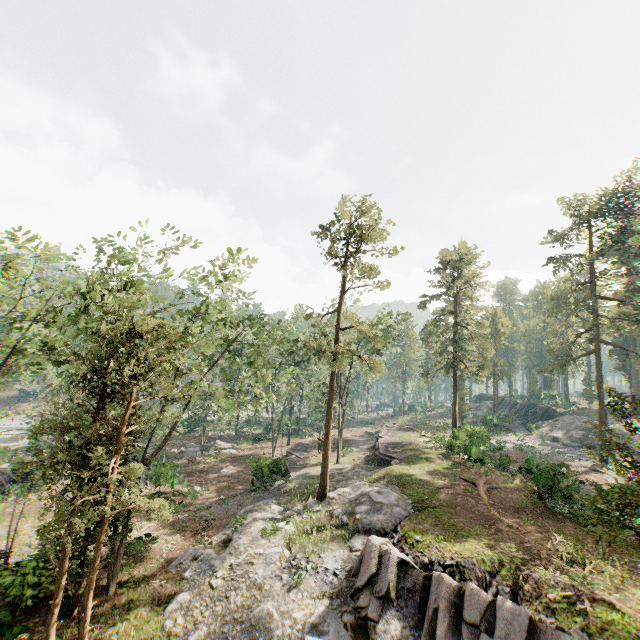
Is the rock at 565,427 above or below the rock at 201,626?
above

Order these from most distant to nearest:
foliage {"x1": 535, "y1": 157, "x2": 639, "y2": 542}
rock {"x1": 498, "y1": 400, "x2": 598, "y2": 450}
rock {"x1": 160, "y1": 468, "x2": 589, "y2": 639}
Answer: rock {"x1": 498, "y1": 400, "x2": 598, "y2": 450} → foliage {"x1": 535, "y1": 157, "x2": 639, "y2": 542} → rock {"x1": 160, "y1": 468, "x2": 589, "y2": 639}

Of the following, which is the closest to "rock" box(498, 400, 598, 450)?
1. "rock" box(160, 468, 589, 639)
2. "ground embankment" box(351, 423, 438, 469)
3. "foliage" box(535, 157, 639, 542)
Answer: "foliage" box(535, 157, 639, 542)

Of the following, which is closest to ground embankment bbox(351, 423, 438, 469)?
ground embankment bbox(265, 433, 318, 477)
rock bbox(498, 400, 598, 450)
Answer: ground embankment bbox(265, 433, 318, 477)

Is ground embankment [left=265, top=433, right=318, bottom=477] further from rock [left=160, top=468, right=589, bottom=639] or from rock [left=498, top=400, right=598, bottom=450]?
rock [left=498, top=400, right=598, bottom=450]

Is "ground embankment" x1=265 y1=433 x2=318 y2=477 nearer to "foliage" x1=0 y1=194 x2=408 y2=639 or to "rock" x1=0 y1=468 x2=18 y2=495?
"foliage" x1=0 y1=194 x2=408 y2=639

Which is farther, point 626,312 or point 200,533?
point 626,312

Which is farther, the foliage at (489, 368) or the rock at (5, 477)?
the foliage at (489, 368)
